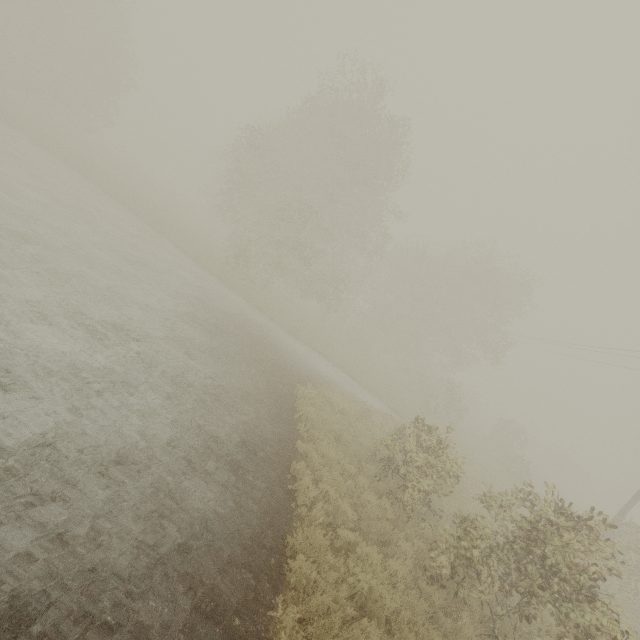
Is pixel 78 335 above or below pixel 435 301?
below
